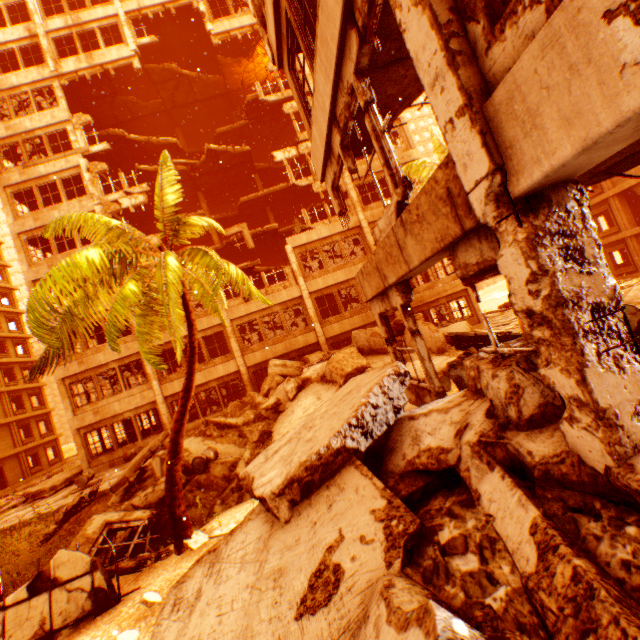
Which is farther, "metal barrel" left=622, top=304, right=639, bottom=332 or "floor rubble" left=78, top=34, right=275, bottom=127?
"floor rubble" left=78, top=34, right=275, bottom=127

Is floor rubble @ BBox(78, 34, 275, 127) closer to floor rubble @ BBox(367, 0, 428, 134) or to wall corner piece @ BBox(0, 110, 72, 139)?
wall corner piece @ BBox(0, 110, 72, 139)

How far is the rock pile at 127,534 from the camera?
7.97m

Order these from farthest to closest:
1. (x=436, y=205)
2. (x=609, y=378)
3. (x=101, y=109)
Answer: (x=101, y=109)
(x=436, y=205)
(x=609, y=378)

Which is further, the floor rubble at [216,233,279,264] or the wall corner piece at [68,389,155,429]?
the floor rubble at [216,233,279,264]

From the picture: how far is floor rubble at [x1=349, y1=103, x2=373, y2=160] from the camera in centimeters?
610cm

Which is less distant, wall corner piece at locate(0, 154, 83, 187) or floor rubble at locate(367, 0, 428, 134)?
floor rubble at locate(367, 0, 428, 134)
